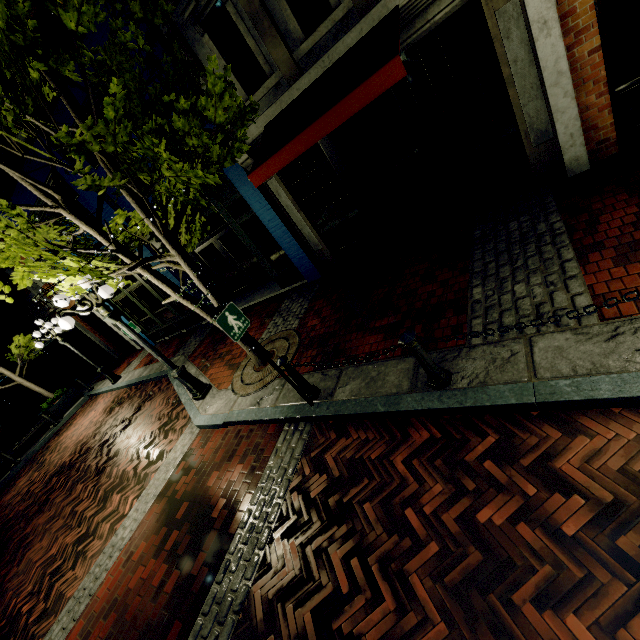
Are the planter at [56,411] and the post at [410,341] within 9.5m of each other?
no

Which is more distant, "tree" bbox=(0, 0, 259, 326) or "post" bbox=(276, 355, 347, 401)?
"post" bbox=(276, 355, 347, 401)

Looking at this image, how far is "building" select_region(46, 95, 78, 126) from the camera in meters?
7.9 m

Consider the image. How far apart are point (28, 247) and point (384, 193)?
7.25m

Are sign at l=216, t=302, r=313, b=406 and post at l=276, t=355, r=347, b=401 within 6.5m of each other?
yes

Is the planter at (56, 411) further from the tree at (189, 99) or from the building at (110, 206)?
the building at (110, 206)

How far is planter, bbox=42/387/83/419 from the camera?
14.44m
